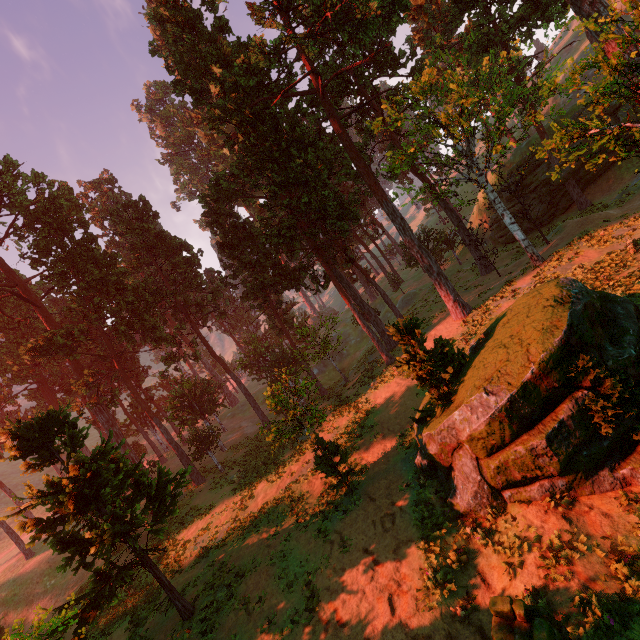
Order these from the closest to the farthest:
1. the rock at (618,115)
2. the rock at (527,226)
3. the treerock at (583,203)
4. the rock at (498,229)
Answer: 1. the rock at (618,115)
2. the treerock at (583,203)
3. the rock at (527,226)
4. the rock at (498,229)

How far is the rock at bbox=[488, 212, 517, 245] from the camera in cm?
3556

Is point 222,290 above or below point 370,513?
above

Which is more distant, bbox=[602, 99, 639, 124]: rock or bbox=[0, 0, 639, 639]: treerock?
bbox=[602, 99, 639, 124]: rock

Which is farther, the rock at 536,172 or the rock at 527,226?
the rock at 527,226

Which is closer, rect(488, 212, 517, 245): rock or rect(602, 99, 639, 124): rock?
rect(602, 99, 639, 124): rock
